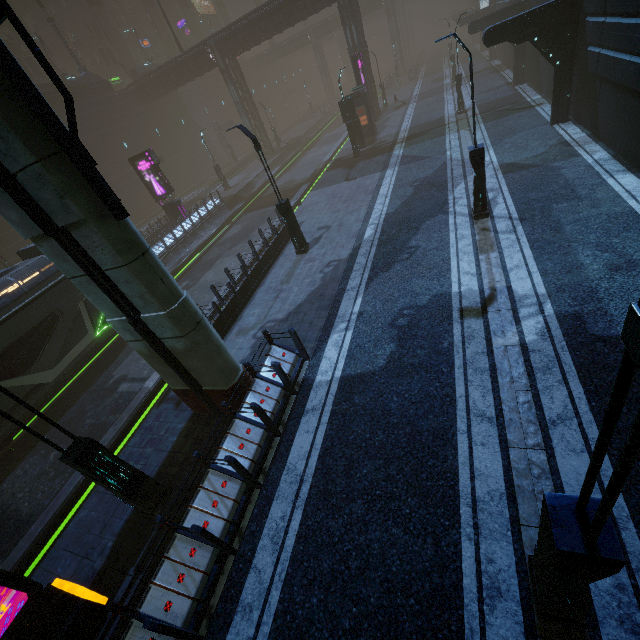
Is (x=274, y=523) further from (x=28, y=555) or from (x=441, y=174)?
(x=441, y=174)

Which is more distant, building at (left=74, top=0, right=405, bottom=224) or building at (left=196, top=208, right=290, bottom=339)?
building at (left=74, top=0, right=405, bottom=224)

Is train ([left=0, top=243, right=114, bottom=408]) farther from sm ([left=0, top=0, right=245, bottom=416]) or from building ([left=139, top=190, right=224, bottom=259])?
sm ([left=0, top=0, right=245, bottom=416])

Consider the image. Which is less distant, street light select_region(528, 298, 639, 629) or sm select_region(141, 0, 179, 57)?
street light select_region(528, 298, 639, 629)

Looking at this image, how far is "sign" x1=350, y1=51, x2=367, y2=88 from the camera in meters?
27.2

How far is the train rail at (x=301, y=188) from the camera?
26.95m

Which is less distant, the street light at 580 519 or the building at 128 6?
the street light at 580 519

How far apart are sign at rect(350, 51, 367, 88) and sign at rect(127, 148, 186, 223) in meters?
18.1
